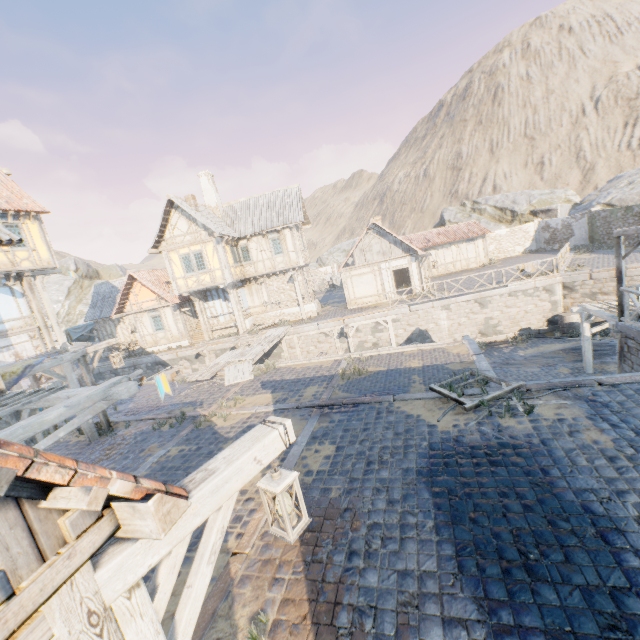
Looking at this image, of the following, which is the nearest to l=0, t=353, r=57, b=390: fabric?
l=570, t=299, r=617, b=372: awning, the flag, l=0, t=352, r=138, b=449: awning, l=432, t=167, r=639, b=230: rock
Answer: l=0, t=352, r=138, b=449: awning

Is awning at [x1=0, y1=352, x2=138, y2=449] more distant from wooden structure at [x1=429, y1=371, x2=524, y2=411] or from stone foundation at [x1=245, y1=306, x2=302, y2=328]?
stone foundation at [x1=245, y1=306, x2=302, y2=328]

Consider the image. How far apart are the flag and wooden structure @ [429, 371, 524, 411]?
6.4 meters

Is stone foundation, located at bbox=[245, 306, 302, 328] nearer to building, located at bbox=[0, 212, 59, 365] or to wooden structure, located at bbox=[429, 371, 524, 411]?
building, located at bbox=[0, 212, 59, 365]

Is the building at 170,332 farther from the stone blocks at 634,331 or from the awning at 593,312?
the awning at 593,312

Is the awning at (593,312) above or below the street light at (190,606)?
below

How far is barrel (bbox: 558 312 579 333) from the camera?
18.6m

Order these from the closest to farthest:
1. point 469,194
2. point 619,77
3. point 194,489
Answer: point 194,489
point 619,77
point 469,194
